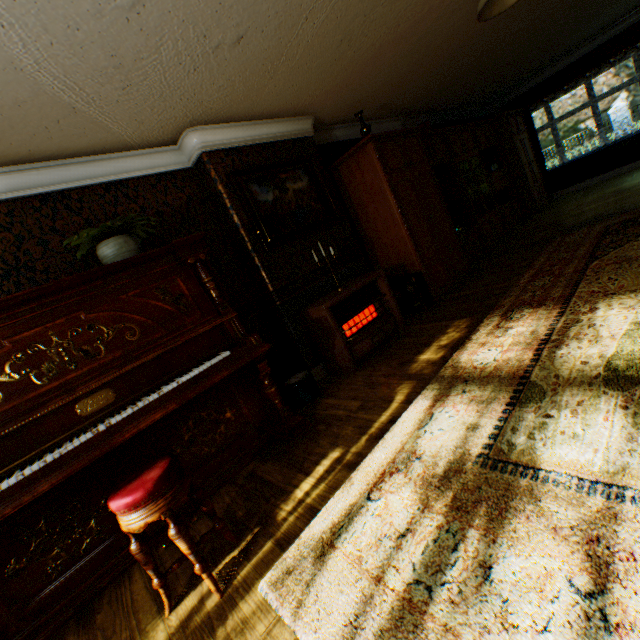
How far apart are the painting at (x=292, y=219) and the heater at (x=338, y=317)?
0.8m

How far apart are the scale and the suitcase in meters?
1.9

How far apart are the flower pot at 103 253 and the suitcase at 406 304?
3.4 meters

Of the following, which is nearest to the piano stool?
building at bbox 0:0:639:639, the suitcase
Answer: building at bbox 0:0:639:639

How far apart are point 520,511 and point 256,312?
3.31m

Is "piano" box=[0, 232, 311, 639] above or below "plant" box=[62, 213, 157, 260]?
below

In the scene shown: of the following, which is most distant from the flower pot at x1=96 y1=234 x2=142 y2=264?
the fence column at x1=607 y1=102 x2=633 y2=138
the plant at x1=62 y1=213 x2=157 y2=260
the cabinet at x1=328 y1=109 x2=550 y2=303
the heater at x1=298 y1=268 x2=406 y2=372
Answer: the fence column at x1=607 y1=102 x2=633 y2=138

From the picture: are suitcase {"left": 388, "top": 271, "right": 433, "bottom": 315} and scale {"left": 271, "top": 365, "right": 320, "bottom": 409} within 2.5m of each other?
yes
